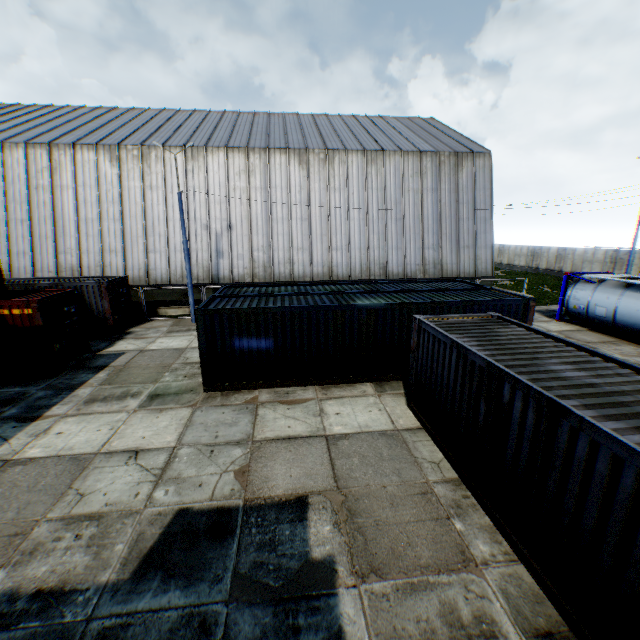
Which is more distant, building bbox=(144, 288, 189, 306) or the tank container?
building bbox=(144, 288, 189, 306)

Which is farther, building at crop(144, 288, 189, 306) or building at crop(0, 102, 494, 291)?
building at crop(144, 288, 189, 306)

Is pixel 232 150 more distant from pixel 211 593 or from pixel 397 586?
pixel 397 586

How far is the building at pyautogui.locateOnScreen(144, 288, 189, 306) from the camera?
22.7 meters

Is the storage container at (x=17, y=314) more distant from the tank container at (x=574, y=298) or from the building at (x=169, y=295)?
the tank container at (x=574, y=298)

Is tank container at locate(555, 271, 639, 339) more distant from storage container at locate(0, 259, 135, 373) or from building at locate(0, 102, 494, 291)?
storage container at locate(0, 259, 135, 373)

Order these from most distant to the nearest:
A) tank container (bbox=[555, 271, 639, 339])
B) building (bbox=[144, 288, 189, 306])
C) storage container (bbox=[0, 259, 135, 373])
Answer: building (bbox=[144, 288, 189, 306])
tank container (bbox=[555, 271, 639, 339])
storage container (bbox=[0, 259, 135, 373])

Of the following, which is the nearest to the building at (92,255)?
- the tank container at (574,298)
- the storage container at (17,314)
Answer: the tank container at (574,298)
